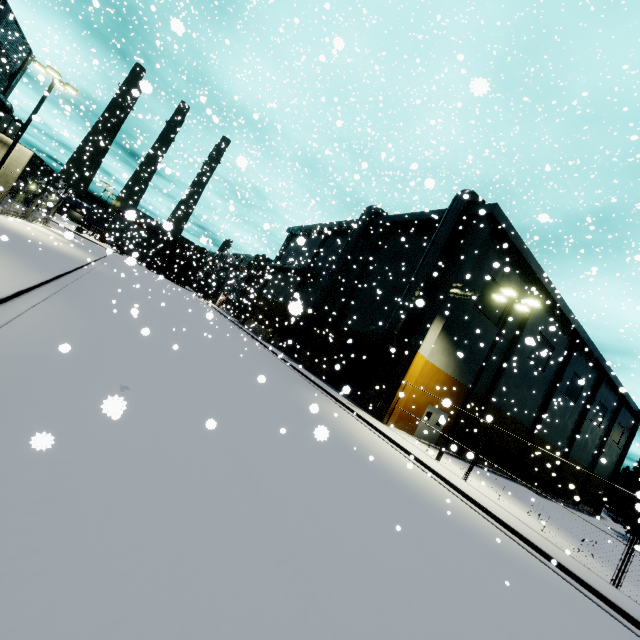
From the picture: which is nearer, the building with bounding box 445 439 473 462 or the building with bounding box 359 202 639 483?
the building with bounding box 445 439 473 462

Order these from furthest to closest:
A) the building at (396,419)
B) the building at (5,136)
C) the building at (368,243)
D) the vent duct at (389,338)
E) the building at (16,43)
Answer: the building at (16,43) < the building at (368,243) < the building at (5,136) < the vent duct at (389,338) < the building at (396,419)

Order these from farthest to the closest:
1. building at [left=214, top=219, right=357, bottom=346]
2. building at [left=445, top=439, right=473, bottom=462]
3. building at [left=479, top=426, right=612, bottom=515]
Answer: building at [left=214, top=219, right=357, bottom=346] < building at [left=479, top=426, right=612, bottom=515] < building at [left=445, top=439, right=473, bottom=462]

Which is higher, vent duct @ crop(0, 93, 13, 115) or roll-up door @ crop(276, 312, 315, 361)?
vent duct @ crop(0, 93, 13, 115)

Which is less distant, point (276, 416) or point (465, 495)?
point (276, 416)

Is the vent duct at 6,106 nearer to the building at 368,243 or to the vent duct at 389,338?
the building at 368,243

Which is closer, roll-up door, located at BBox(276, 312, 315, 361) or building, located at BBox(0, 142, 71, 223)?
building, located at BBox(0, 142, 71, 223)
